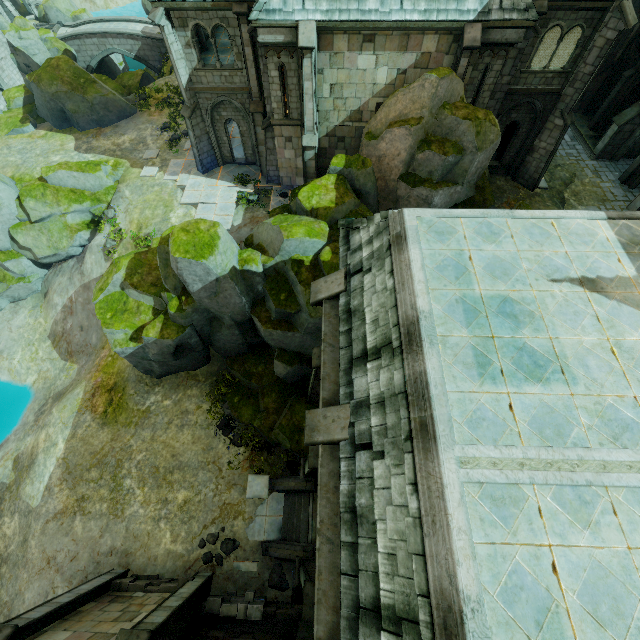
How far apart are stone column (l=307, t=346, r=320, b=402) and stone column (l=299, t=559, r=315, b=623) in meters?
6.3 m

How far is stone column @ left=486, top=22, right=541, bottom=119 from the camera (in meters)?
14.09

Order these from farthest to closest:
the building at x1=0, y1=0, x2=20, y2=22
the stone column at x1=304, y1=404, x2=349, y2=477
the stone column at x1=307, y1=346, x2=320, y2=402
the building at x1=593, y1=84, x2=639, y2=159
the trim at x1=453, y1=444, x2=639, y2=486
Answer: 1. the building at x1=0, y1=0, x2=20, y2=22
2. the building at x1=593, y1=84, x2=639, y2=159
3. the stone column at x1=307, y1=346, x2=320, y2=402
4. the stone column at x1=304, y1=404, x2=349, y2=477
5. the trim at x1=453, y1=444, x2=639, y2=486

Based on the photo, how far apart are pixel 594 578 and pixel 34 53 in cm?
5261

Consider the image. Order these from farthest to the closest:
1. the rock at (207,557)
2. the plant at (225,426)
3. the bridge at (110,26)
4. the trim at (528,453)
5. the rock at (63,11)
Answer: the rock at (63,11) < the bridge at (110,26) < the plant at (225,426) < the rock at (207,557) < the trim at (528,453)

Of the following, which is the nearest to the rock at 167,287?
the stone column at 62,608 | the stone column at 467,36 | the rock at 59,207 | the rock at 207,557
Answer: the stone column at 467,36

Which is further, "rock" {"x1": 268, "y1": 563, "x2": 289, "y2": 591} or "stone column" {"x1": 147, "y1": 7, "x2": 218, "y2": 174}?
"stone column" {"x1": 147, "y1": 7, "x2": 218, "y2": 174}

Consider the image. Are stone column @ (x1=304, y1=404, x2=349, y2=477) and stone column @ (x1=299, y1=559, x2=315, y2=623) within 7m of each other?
yes
